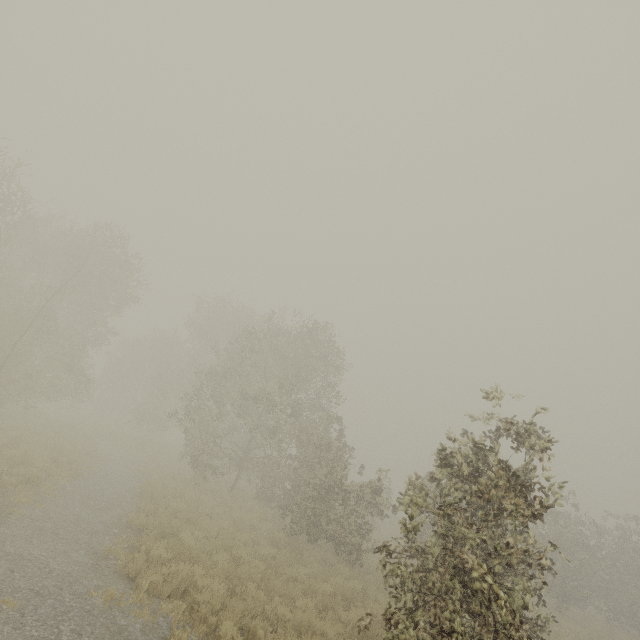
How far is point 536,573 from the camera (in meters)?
20.84
